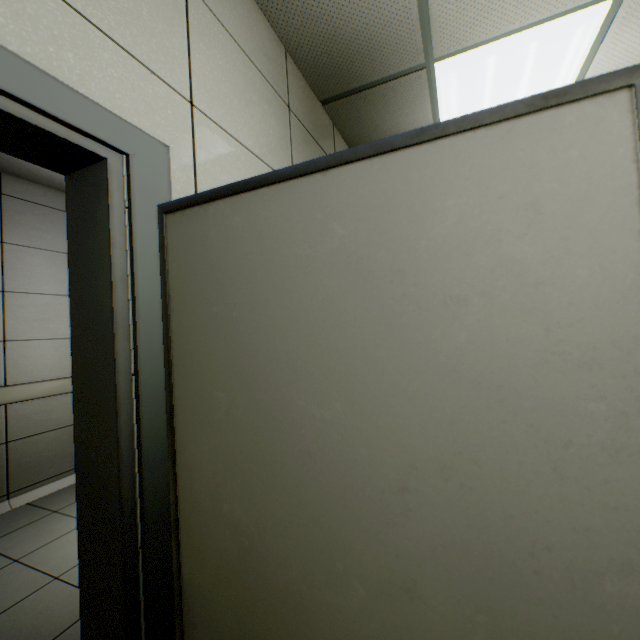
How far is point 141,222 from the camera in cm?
96
